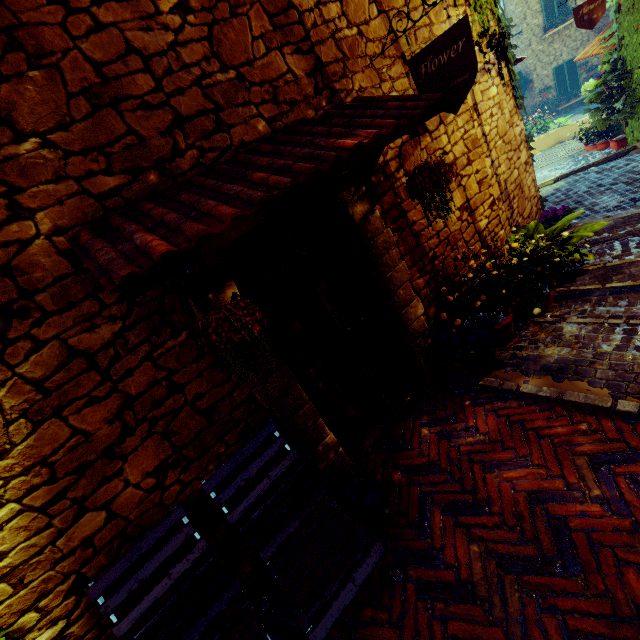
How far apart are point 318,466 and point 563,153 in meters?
13.5 m

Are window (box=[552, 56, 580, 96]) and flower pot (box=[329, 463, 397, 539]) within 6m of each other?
no

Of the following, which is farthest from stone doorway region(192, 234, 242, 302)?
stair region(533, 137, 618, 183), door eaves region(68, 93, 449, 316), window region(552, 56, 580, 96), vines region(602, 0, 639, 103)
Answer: window region(552, 56, 580, 96)

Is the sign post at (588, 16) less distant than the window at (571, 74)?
Yes

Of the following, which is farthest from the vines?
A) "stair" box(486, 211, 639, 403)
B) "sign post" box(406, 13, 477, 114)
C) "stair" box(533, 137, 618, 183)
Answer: "sign post" box(406, 13, 477, 114)

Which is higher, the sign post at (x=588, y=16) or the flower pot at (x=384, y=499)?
the sign post at (x=588, y=16)

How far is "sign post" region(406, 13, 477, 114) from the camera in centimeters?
217cm

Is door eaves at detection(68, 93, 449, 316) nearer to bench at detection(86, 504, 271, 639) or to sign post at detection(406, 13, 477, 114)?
sign post at detection(406, 13, 477, 114)
